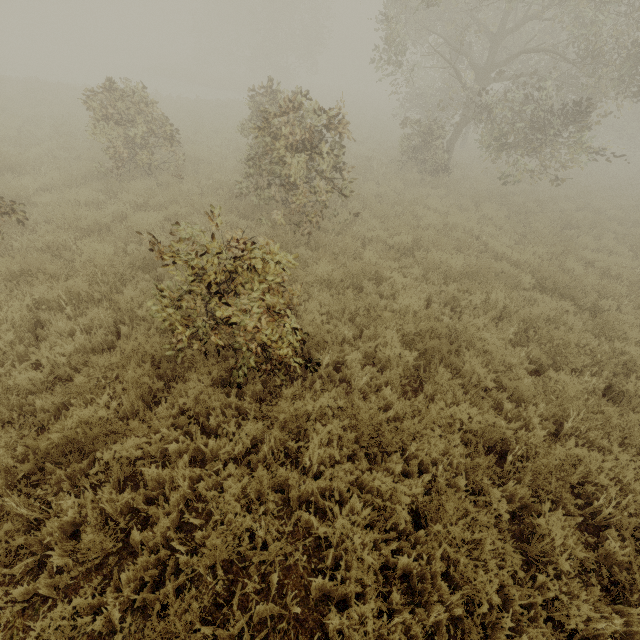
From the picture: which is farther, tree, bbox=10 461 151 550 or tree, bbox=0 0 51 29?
tree, bbox=0 0 51 29

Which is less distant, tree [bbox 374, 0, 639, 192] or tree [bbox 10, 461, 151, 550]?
tree [bbox 10, 461, 151, 550]

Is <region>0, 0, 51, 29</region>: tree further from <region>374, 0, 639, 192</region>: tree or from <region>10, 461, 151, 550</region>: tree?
<region>10, 461, 151, 550</region>: tree

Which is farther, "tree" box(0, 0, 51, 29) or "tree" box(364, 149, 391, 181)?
"tree" box(0, 0, 51, 29)

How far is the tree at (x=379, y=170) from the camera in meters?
13.7 m

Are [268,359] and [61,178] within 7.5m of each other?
no

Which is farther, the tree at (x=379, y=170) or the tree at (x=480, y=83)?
the tree at (x=379, y=170)
